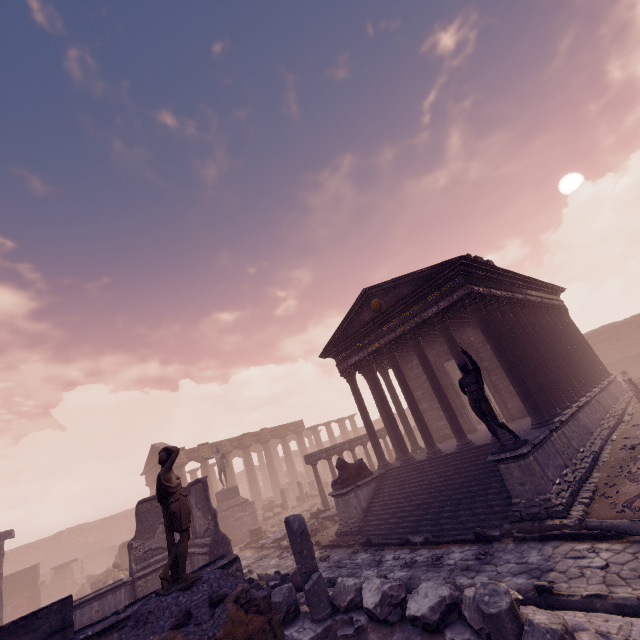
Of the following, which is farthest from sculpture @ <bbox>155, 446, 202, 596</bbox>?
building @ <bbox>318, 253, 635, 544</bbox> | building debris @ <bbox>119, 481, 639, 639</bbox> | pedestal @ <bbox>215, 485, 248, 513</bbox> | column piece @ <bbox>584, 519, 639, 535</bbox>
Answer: pedestal @ <bbox>215, 485, 248, 513</bbox>

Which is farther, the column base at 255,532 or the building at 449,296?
the column base at 255,532

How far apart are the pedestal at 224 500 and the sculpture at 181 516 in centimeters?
1713cm

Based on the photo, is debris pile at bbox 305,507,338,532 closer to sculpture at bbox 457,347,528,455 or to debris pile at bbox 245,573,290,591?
debris pile at bbox 245,573,290,591

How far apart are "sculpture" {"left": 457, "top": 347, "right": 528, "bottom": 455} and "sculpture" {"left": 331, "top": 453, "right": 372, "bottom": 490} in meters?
6.4 m

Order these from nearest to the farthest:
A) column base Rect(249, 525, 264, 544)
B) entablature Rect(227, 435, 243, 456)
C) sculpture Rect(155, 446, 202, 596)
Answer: sculpture Rect(155, 446, 202, 596)
column base Rect(249, 525, 264, 544)
entablature Rect(227, 435, 243, 456)

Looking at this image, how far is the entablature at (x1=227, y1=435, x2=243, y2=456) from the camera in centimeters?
3216cm

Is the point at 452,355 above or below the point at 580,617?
above
